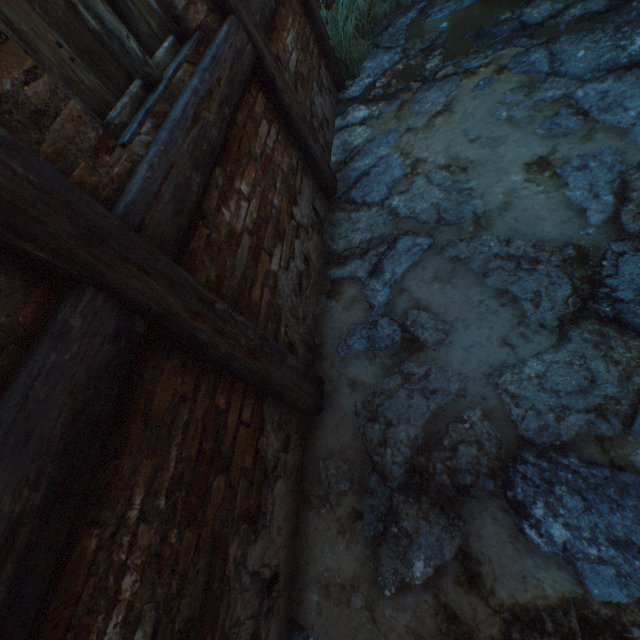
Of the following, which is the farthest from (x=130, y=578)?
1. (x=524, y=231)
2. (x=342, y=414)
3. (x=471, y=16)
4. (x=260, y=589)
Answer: (x=471, y=16)

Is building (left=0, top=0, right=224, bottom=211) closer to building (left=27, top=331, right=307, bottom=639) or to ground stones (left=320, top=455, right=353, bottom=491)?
building (left=27, top=331, right=307, bottom=639)

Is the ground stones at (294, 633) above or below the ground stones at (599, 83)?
below

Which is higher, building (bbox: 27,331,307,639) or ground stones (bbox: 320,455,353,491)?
building (bbox: 27,331,307,639)

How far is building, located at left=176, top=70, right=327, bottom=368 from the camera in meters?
1.5 m

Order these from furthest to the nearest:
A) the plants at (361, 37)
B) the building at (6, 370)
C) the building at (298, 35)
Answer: the plants at (361, 37), the building at (298, 35), the building at (6, 370)

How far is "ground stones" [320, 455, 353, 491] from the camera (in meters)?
1.68

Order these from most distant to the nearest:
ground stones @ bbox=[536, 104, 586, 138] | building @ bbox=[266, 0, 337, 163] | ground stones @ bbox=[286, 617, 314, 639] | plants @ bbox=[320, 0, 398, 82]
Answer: plants @ bbox=[320, 0, 398, 82] < building @ bbox=[266, 0, 337, 163] < ground stones @ bbox=[536, 104, 586, 138] < ground stones @ bbox=[286, 617, 314, 639]
